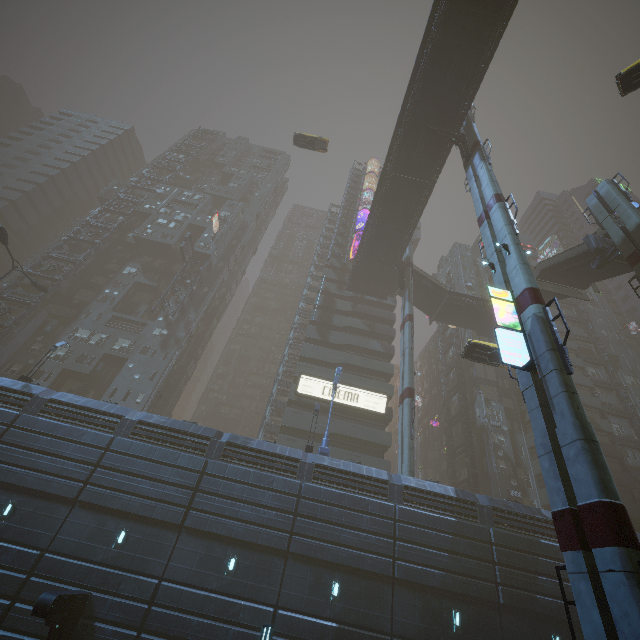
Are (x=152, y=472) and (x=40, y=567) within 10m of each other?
yes

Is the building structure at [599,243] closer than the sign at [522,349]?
No

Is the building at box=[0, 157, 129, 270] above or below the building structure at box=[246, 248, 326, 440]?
above

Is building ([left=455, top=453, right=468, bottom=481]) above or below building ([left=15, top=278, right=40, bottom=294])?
below

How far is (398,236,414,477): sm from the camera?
25.11m

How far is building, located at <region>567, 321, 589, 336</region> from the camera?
51.6m

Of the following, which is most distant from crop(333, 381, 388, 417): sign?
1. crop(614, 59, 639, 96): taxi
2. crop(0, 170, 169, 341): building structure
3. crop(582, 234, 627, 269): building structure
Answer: crop(0, 170, 169, 341): building structure

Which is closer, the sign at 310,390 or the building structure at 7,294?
the sign at 310,390
